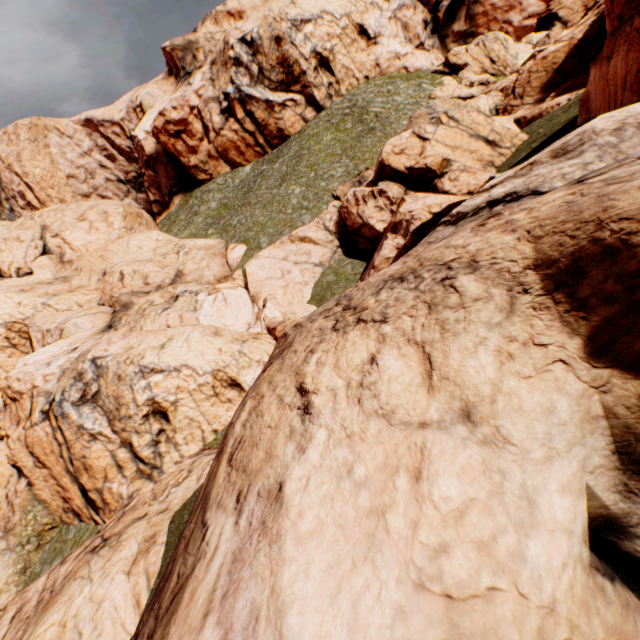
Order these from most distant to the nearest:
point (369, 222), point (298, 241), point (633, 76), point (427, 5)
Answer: point (427, 5) → point (298, 241) → point (369, 222) → point (633, 76)
